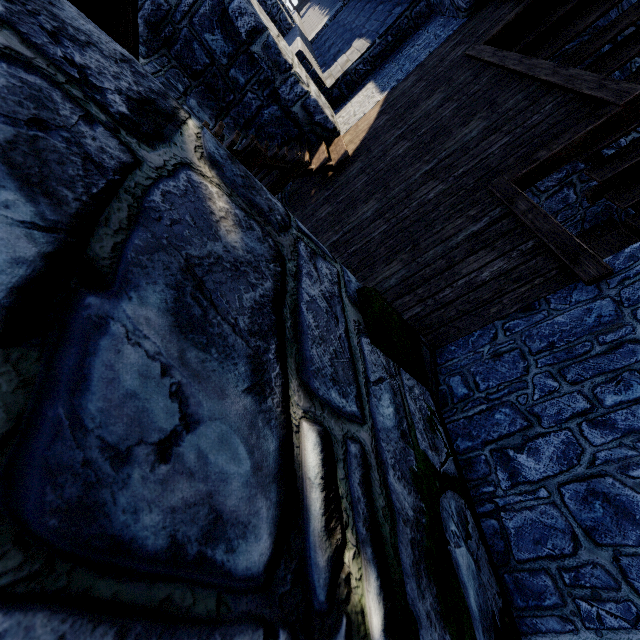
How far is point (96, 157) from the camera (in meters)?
0.89
